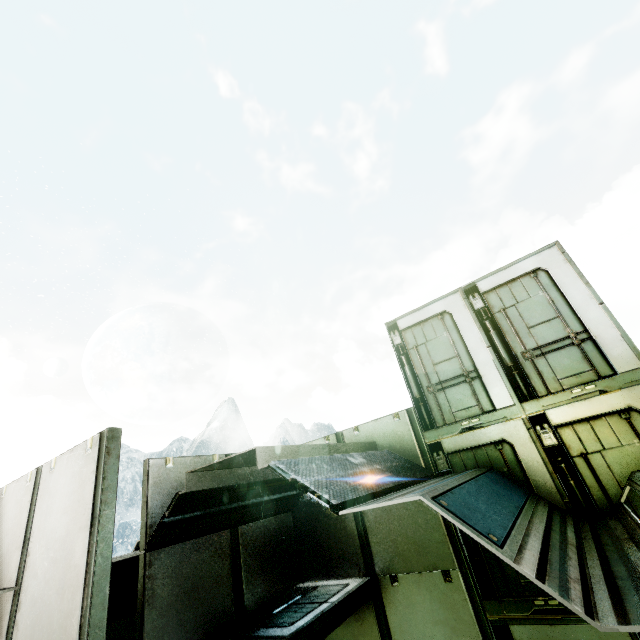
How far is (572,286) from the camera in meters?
5.5 m
